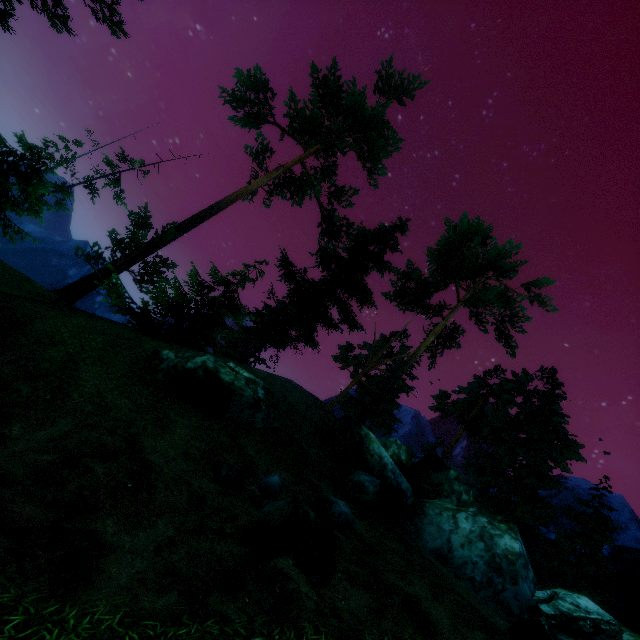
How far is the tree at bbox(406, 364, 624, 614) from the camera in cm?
2044

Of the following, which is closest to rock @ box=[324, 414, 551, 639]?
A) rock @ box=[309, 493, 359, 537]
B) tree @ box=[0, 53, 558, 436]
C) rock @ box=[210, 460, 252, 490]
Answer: tree @ box=[0, 53, 558, 436]

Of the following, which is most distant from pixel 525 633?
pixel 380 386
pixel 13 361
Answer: pixel 380 386

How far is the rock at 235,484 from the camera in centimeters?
742cm

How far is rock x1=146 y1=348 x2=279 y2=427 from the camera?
11.6 meters

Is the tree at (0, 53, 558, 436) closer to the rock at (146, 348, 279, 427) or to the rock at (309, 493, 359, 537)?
the rock at (146, 348, 279, 427)

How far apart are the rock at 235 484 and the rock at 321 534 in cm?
119

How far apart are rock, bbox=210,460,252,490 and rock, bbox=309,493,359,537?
2.2m
